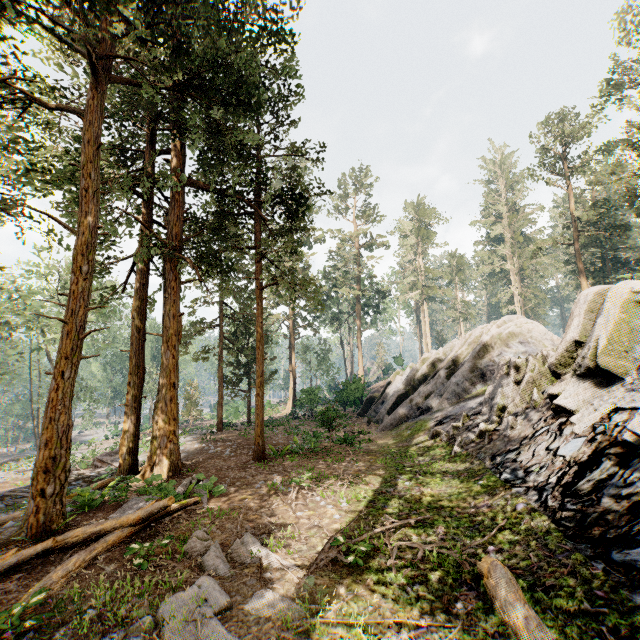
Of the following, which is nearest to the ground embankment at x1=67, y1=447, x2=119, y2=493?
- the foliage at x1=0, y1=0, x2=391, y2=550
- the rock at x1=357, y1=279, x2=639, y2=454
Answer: the foliage at x1=0, y1=0, x2=391, y2=550

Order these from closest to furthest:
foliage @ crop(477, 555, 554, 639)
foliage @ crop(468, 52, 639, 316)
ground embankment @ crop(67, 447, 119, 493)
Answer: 1. foliage @ crop(477, 555, 554, 639)
2. ground embankment @ crop(67, 447, 119, 493)
3. foliage @ crop(468, 52, 639, 316)

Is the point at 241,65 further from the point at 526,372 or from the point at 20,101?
the point at 526,372

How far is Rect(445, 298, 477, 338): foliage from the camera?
57.4m

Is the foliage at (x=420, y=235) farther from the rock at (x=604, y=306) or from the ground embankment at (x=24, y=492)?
the rock at (x=604, y=306)

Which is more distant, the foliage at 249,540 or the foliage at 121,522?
the foliage at 249,540

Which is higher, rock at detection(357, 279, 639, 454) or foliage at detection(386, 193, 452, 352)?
foliage at detection(386, 193, 452, 352)
